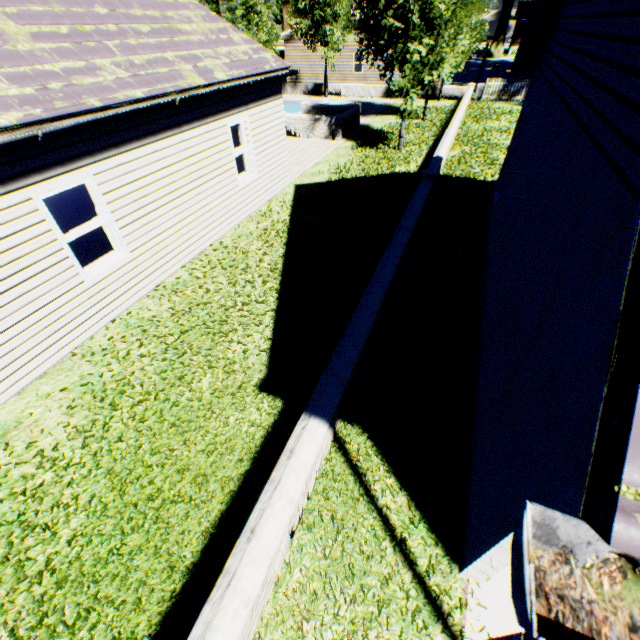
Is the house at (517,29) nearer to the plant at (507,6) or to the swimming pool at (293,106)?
the plant at (507,6)

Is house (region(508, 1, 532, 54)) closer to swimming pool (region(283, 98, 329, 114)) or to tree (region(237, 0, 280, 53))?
tree (region(237, 0, 280, 53))

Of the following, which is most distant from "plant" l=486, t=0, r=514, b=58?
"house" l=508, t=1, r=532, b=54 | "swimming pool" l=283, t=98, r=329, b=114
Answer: "swimming pool" l=283, t=98, r=329, b=114

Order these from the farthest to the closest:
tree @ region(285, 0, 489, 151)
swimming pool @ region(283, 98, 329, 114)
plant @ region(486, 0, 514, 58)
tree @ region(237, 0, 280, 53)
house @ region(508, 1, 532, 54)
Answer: A: house @ region(508, 1, 532, 54), plant @ region(486, 0, 514, 58), swimming pool @ region(283, 98, 329, 114), tree @ region(237, 0, 280, 53), tree @ region(285, 0, 489, 151)

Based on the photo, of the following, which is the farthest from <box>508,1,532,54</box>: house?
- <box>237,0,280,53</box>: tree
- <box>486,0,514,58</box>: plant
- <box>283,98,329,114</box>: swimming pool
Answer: <box>283,98,329,114</box>: swimming pool

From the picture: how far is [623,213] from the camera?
1.97m

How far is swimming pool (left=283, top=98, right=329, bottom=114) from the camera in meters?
25.5 m

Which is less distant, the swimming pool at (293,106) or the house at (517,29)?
the swimming pool at (293,106)
